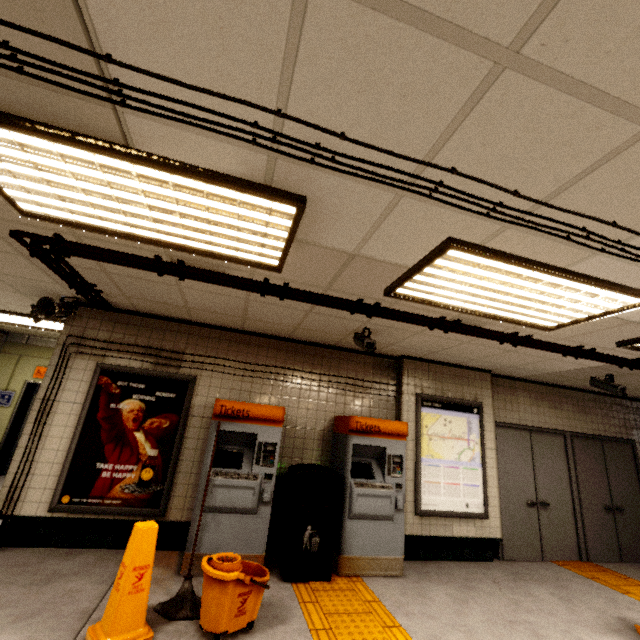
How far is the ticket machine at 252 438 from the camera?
3.6m

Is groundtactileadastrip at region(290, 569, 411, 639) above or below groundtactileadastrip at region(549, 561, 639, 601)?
below

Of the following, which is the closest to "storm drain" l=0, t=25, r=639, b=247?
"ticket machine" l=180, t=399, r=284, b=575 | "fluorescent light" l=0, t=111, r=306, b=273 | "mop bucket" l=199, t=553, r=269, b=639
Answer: "fluorescent light" l=0, t=111, r=306, b=273

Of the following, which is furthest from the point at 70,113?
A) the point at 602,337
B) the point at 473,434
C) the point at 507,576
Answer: the point at 507,576

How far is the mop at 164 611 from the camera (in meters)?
2.74

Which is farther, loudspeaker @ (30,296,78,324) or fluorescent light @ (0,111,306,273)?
loudspeaker @ (30,296,78,324)

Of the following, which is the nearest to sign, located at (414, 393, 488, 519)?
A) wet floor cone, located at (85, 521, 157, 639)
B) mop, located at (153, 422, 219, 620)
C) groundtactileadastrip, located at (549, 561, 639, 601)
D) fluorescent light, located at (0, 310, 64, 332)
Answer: groundtactileadastrip, located at (549, 561, 639, 601)

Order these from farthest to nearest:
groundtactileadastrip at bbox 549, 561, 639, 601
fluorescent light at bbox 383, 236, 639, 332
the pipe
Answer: groundtactileadastrip at bbox 549, 561, 639, 601
the pipe
fluorescent light at bbox 383, 236, 639, 332
